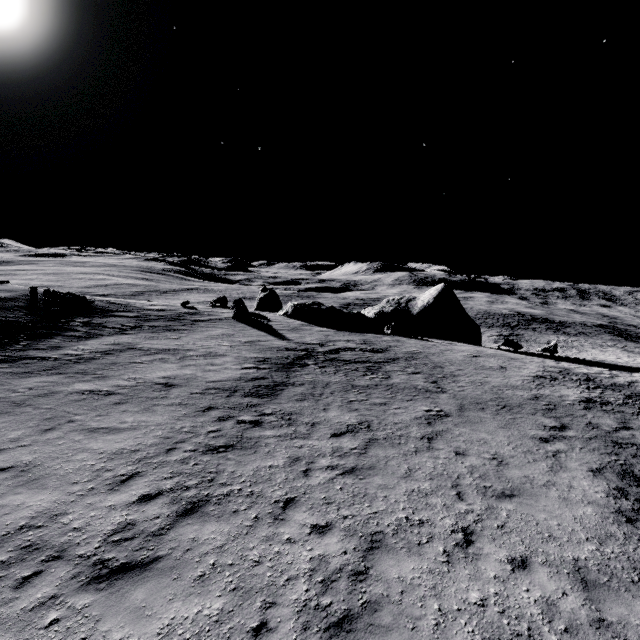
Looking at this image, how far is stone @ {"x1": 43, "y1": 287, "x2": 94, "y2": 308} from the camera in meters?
24.1

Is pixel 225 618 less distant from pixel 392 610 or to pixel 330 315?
pixel 392 610

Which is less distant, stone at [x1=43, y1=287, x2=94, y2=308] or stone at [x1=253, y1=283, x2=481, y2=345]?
stone at [x1=43, y1=287, x2=94, y2=308]

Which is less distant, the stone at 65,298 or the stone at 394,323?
the stone at 65,298

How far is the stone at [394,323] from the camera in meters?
33.2 m

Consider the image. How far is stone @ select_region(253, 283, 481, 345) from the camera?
33.2m
